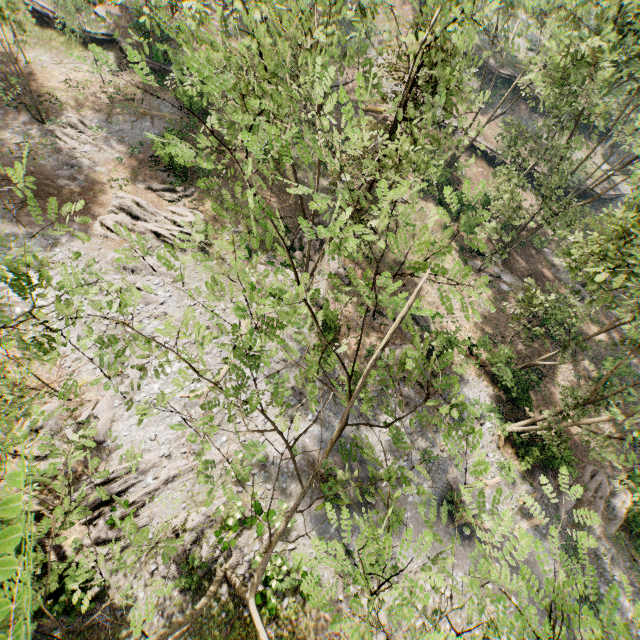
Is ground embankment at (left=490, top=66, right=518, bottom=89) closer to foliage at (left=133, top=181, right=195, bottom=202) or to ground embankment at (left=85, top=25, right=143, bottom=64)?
foliage at (left=133, top=181, right=195, bottom=202)

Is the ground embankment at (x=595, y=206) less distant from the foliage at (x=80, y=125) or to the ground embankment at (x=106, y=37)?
the foliage at (x=80, y=125)

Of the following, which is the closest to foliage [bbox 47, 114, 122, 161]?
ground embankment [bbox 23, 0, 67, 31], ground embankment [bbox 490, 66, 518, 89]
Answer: ground embankment [bbox 23, 0, 67, 31]

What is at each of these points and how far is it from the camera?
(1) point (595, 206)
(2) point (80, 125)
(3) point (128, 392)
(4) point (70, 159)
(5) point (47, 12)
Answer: (1) ground embankment, 40.0 meters
(2) foliage, 25.7 meters
(3) foliage, 7.5 meters
(4) foliage, 24.1 meters
(5) ground embankment, 29.1 meters

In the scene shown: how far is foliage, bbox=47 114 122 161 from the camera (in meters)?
24.89

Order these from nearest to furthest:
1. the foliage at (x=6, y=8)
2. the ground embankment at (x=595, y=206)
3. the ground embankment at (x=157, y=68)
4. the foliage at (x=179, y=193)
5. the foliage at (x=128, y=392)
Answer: the foliage at (x=128, y=392) < the foliage at (x=6, y=8) < the foliage at (x=179, y=193) < the ground embankment at (x=157, y=68) < the ground embankment at (x=595, y=206)

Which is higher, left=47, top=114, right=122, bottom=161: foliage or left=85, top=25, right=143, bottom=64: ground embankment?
left=85, top=25, right=143, bottom=64: ground embankment

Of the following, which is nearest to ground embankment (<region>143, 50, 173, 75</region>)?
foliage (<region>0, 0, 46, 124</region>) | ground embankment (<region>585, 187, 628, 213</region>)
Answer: foliage (<region>0, 0, 46, 124</region>)
